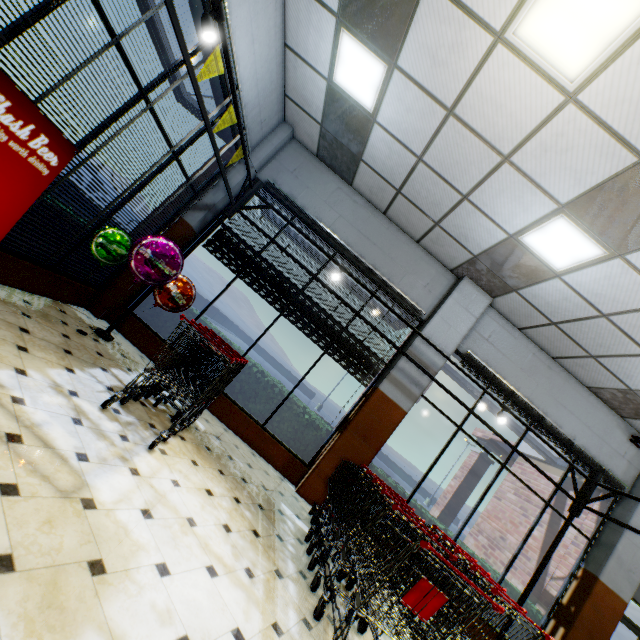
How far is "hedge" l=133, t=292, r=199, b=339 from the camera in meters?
5.9

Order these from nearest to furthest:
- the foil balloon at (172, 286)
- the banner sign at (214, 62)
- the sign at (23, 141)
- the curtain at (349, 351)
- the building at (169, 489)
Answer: the building at (169, 489), the sign at (23, 141), the banner sign at (214, 62), the foil balloon at (172, 286), the curtain at (349, 351)

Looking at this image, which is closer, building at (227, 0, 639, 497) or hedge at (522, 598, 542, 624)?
building at (227, 0, 639, 497)

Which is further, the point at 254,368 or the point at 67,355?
the point at 254,368

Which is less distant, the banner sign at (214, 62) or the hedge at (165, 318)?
the banner sign at (214, 62)

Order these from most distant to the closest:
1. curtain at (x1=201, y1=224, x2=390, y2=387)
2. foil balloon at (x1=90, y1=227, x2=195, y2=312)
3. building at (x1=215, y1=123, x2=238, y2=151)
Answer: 1. curtain at (x1=201, y1=224, x2=390, y2=387)
2. building at (x1=215, y1=123, x2=238, y2=151)
3. foil balloon at (x1=90, y1=227, x2=195, y2=312)

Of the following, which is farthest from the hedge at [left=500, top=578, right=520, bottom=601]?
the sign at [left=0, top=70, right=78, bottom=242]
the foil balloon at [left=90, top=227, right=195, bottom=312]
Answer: the sign at [left=0, top=70, right=78, bottom=242]

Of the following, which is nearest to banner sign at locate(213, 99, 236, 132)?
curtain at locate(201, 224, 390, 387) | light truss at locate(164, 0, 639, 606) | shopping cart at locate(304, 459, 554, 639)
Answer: light truss at locate(164, 0, 639, 606)
